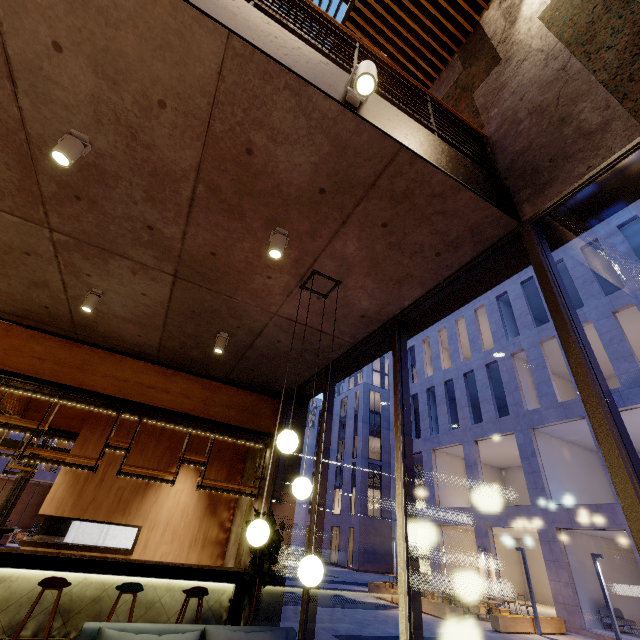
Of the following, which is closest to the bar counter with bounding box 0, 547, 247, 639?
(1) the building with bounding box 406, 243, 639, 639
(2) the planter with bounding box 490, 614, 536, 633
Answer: (2) the planter with bounding box 490, 614, 536, 633

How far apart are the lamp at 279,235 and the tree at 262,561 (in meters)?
3.98

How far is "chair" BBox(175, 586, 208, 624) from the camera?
5.0 meters

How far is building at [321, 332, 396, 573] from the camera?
30.2 meters

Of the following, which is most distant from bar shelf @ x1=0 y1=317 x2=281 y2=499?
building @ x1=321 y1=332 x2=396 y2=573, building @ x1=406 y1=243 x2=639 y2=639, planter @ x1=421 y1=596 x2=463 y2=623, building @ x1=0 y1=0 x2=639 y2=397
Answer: building @ x1=321 y1=332 x2=396 y2=573

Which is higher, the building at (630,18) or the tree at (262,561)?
the building at (630,18)

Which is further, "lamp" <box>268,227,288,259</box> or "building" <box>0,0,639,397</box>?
"lamp" <box>268,227,288,259</box>

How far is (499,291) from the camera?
24.5 meters
